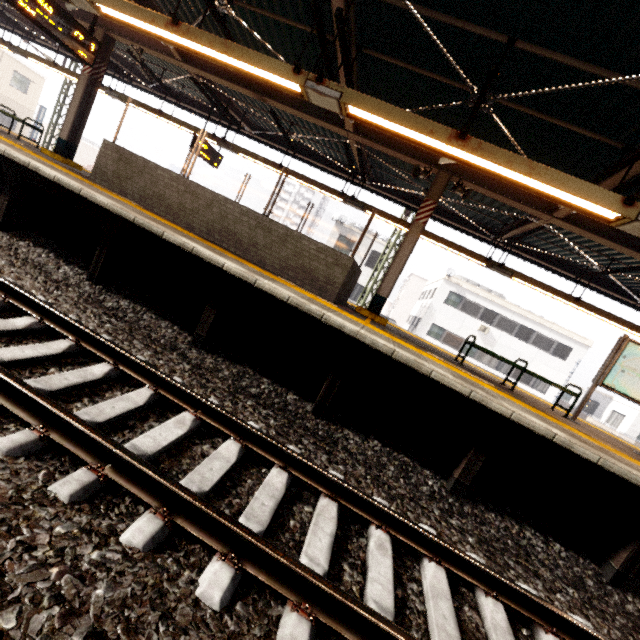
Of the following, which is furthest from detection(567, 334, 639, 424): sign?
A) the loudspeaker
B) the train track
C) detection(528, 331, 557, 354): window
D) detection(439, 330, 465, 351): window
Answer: detection(528, 331, 557, 354): window

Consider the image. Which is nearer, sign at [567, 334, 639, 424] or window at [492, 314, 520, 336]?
sign at [567, 334, 639, 424]

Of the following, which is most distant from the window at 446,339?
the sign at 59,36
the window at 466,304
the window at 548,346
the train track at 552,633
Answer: the sign at 59,36

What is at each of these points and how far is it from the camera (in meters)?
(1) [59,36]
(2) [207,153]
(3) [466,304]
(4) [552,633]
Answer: (1) sign, 6.01
(2) sign, 10.96
(3) window, 26.08
(4) train track, 2.55

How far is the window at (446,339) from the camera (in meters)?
26.31

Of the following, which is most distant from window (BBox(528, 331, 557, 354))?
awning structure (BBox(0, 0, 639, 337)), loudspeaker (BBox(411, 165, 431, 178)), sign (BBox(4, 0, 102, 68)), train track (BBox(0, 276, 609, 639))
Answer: sign (BBox(4, 0, 102, 68))

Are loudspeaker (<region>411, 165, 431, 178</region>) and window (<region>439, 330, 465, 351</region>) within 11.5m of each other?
no

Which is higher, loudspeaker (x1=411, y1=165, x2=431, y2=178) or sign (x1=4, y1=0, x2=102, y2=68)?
loudspeaker (x1=411, y1=165, x2=431, y2=178)
